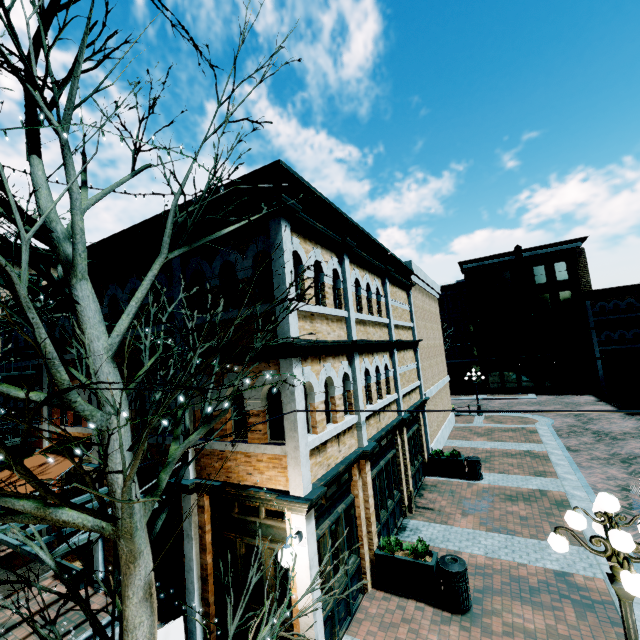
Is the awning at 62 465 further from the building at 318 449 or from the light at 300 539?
the light at 300 539

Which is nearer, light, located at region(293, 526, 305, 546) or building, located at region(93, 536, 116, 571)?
light, located at region(293, 526, 305, 546)

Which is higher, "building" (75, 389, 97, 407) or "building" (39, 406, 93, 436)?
"building" (75, 389, 97, 407)

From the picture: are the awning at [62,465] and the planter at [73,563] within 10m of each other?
yes

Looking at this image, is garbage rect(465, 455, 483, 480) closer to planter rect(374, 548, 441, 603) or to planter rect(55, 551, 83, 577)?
planter rect(374, 548, 441, 603)

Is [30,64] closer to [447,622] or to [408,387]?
[447,622]

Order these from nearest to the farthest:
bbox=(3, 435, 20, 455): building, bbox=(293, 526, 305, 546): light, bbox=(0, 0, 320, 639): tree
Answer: bbox=(0, 0, 320, 639): tree → bbox=(293, 526, 305, 546): light → bbox=(3, 435, 20, 455): building
